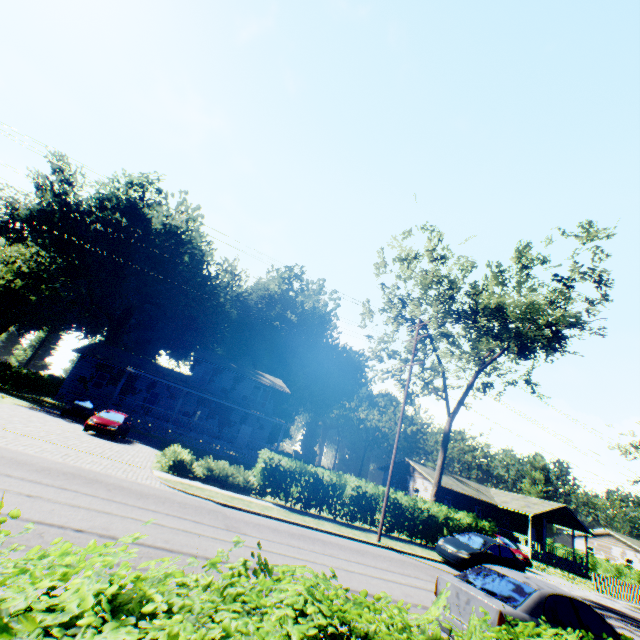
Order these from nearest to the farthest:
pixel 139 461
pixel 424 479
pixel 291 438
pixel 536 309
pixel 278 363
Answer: pixel 139 461, pixel 536 309, pixel 424 479, pixel 291 438, pixel 278 363

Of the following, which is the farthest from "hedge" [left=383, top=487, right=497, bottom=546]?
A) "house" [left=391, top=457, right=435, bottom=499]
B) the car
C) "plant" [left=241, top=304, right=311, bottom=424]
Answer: "plant" [left=241, top=304, right=311, bottom=424]

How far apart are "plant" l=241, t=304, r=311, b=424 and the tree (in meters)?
32.15

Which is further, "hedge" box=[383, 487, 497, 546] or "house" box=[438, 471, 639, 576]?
"house" box=[438, 471, 639, 576]

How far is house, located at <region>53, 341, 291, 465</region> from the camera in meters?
28.6 m

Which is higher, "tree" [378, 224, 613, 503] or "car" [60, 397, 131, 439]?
"tree" [378, 224, 613, 503]

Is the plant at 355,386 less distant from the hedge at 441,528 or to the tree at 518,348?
the hedge at 441,528

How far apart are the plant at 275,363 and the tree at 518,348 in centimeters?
3215cm
